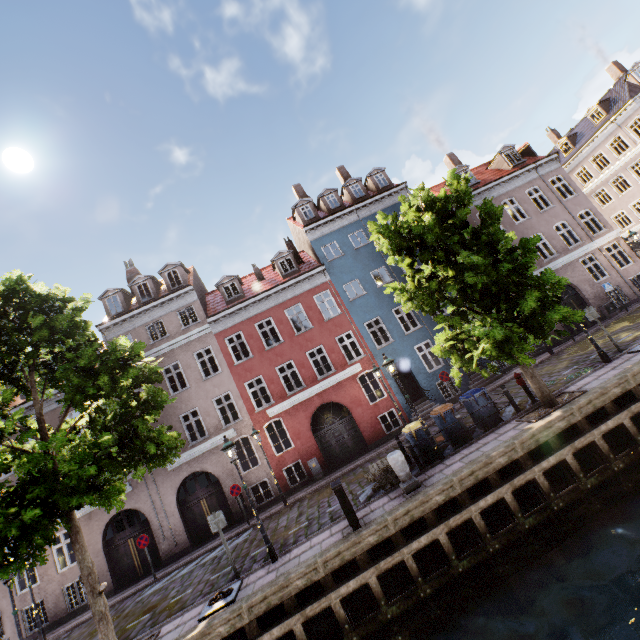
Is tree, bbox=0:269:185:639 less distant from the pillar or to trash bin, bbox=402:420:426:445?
trash bin, bbox=402:420:426:445

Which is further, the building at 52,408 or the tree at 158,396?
the building at 52,408

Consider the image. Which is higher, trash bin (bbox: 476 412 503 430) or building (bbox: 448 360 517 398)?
building (bbox: 448 360 517 398)

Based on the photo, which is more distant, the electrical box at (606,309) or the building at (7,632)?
the electrical box at (606,309)

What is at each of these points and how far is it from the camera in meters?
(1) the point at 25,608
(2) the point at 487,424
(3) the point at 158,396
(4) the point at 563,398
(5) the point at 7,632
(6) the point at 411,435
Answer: (1) building, 15.7
(2) trash bin, 11.3
(3) tree, 10.2
(4) tree planter, 10.2
(5) building, 15.4
(6) trash bin, 11.1

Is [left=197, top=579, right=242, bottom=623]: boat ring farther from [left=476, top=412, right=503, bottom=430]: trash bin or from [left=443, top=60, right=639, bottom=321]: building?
[left=476, top=412, right=503, bottom=430]: trash bin

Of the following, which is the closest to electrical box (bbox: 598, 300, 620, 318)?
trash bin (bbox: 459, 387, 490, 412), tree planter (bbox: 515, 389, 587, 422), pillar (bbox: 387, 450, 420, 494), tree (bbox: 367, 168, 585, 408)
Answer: tree (bbox: 367, 168, 585, 408)

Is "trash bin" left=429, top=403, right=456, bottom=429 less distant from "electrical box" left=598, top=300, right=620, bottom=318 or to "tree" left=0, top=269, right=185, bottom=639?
"tree" left=0, top=269, right=185, bottom=639
